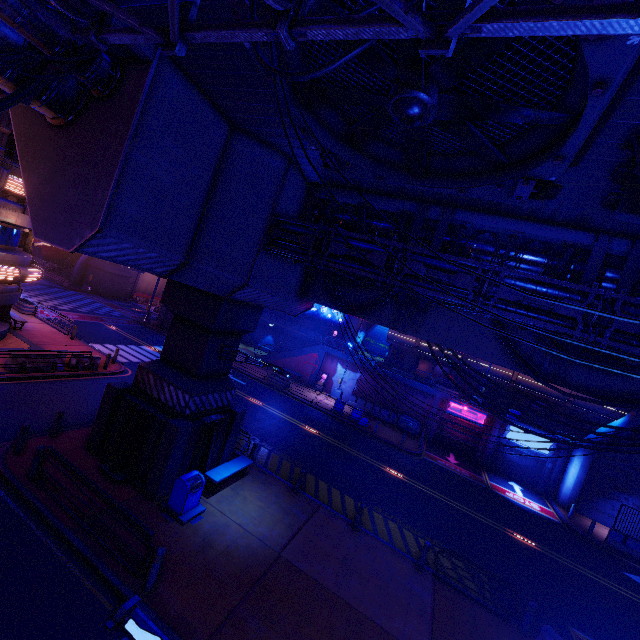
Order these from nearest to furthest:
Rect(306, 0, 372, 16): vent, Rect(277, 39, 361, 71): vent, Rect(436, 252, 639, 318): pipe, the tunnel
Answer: Rect(306, 0, 372, 16): vent, Rect(277, 39, 361, 71): vent, Rect(436, 252, 639, 318): pipe, the tunnel

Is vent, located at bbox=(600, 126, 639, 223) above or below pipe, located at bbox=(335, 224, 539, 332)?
above

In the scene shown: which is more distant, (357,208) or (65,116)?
(357,208)

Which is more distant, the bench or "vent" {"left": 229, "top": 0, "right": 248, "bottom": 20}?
the bench

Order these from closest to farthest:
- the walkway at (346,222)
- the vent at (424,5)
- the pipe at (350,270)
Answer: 1. the vent at (424,5)
2. the pipe at (350,270)
3. the walkway at (346,222)

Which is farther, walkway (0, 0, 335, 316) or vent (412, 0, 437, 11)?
walkway (0, 0, 335, 316)

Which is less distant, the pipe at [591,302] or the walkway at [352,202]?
the pipe at [591,302]

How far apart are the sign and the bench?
21.5 meters
